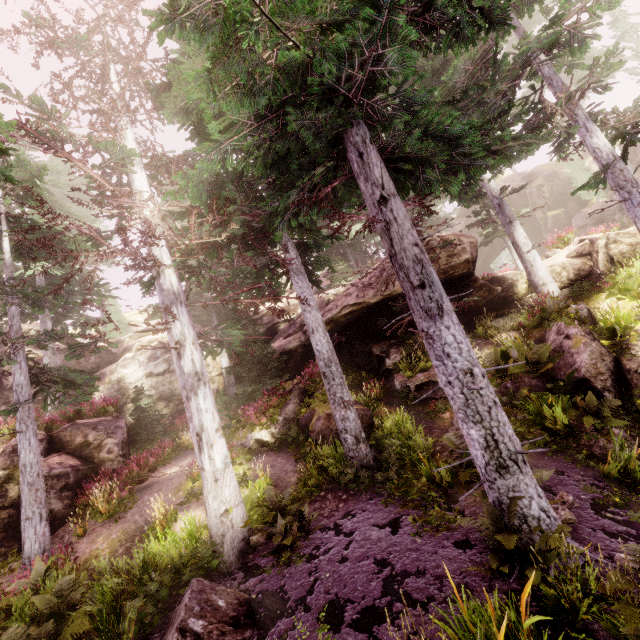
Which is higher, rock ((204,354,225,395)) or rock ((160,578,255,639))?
rock ((204,354,225,395))

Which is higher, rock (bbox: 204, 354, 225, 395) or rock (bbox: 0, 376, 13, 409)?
rock (bbox: 0, 376, 13, 409)

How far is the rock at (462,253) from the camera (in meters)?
14.34

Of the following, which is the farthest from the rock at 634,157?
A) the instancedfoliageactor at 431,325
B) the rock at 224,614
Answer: the rock at 224,614

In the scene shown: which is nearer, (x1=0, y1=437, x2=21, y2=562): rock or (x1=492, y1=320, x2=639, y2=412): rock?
(x1=492, y1=320, x2=639, y2=412): rock

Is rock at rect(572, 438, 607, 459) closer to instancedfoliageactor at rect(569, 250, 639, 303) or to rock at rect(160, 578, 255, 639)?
instancedfoliageactor at rect(569, 250, 639, 303)

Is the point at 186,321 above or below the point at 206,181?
below

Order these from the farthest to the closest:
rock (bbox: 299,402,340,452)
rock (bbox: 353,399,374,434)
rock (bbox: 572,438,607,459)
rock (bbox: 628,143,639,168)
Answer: rock (bbox: 628,143,639,168), rock (bbox: 353,399,374,434), rock (bbox: 299,402,340,452), rock (bbox: 572,438,607,459)
